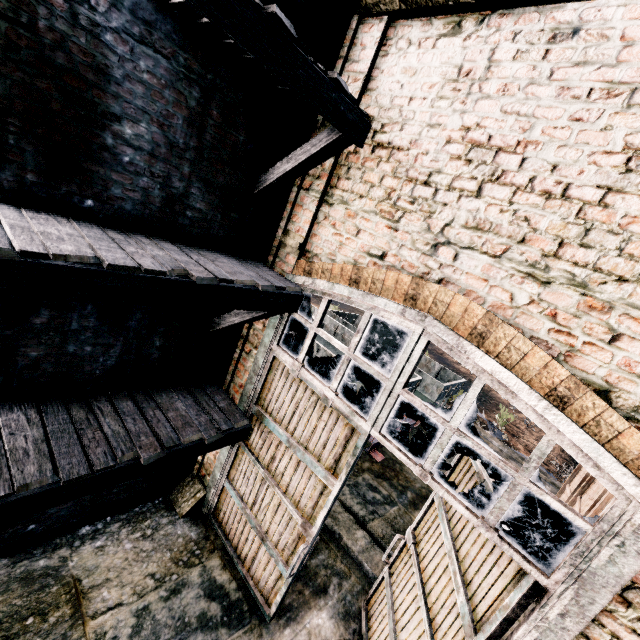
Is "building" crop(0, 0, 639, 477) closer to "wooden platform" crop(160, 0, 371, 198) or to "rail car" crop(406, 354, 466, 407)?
"wooden platform" crop(160, 0, 371, 198)

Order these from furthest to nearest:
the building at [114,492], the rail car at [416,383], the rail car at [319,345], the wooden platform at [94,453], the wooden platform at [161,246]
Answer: the rail car at [416,383]
the rail car at [319,345]
the building at [114,492]
the wooden platform at [94,453]
the wooden platform at [161,246]

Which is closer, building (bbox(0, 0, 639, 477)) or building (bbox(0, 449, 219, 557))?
building (bbox(0, 0, 639, 477))

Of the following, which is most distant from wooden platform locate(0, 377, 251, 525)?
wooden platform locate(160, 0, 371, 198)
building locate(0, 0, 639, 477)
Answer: wooden platform locate(160, 0, 371, 198)

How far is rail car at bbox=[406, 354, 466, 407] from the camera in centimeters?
1130cm

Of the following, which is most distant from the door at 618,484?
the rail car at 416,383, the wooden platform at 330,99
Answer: the rail car at 416,383

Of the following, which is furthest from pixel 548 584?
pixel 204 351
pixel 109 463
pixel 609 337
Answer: pixel 204 351

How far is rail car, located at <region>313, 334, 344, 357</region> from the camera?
10.1m
